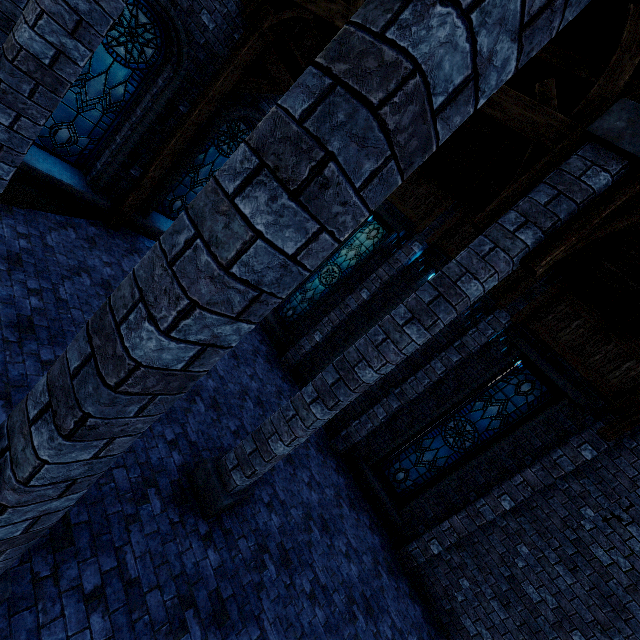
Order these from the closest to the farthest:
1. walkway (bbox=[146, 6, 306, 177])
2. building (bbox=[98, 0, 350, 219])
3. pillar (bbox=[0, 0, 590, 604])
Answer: pillar (bbox=[0, 0, 590, 604]) < building (bbox=[98, 0, 350, 219]) < walkway (bbox=[146, 6, 306, 177])

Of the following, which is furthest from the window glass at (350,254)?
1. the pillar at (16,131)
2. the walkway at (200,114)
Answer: the pillar at (16,131)

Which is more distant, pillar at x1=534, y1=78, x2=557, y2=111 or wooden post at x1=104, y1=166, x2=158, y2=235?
wooden post at x1=104, y1=166, x2=158, y2=235

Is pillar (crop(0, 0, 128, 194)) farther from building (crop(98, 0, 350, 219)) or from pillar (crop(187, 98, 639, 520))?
pillar (crop(187, 98, 639, 520))

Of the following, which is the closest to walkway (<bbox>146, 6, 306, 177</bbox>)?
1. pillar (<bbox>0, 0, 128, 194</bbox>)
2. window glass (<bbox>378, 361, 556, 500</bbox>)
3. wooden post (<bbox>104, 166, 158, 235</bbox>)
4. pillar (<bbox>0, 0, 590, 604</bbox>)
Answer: wooden post (<bbox>104, 166, 158, 235</bbox>)

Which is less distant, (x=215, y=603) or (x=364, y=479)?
(x=215, y=603)

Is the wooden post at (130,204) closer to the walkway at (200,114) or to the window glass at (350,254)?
the walkway at (200,114)

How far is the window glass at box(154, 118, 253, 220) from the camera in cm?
888
